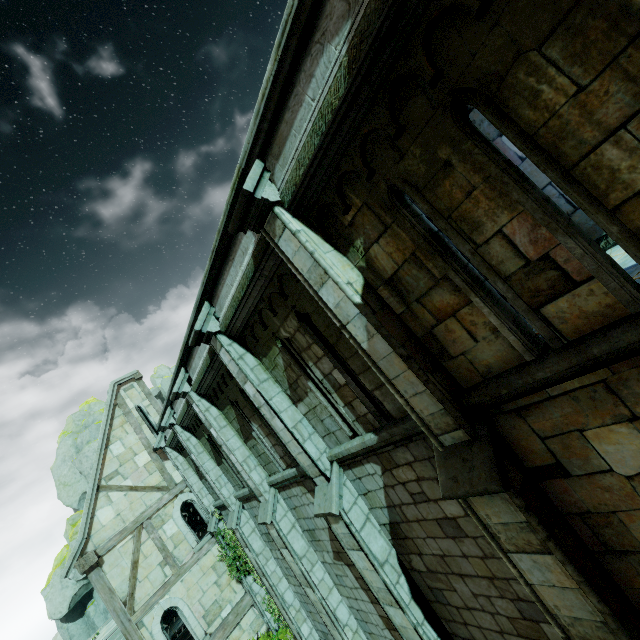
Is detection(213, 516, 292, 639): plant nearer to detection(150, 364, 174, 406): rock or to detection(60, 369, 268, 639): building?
detection(60, 369, 268, 639): building

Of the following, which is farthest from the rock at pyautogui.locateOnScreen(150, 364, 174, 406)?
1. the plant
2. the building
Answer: the plant

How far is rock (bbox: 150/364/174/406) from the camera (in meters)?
44.84

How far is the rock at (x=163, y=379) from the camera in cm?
4484

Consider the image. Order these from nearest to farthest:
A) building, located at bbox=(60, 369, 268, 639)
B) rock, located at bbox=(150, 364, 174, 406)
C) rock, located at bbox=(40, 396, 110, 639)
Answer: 1. building, located at bbox=(60, 369, 268, 639)
2. rock, located at bbox=(40, 396, 110, 639)
3. rock, located at bbox=(150, 364, 174, 406)

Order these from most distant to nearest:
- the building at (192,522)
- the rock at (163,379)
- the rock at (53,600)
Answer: the rock at (163,379)
the rock at (53,600)
the building at (192,522)

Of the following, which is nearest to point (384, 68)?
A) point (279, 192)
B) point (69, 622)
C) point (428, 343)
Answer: point (279, 192)
